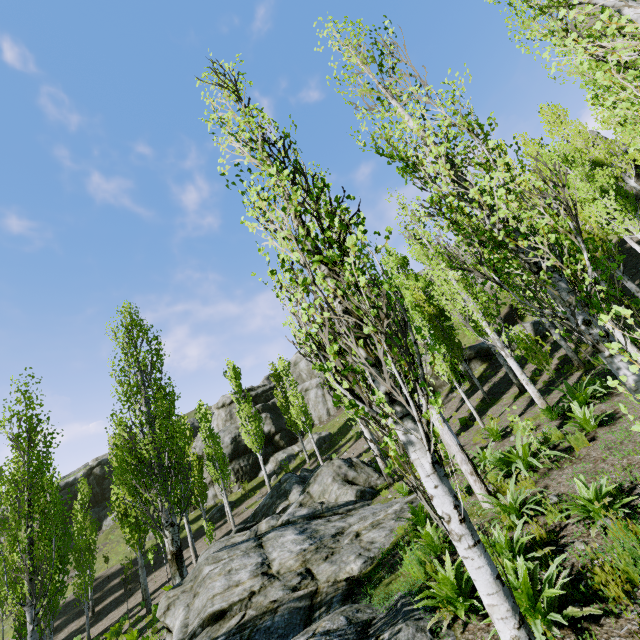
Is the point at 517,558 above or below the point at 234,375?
below

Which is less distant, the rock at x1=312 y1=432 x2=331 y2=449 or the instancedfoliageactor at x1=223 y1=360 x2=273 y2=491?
the instancedfoliageactor at x1=223 y1=360 x2=273 y2=491

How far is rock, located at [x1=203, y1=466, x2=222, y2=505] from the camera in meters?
32.4 m

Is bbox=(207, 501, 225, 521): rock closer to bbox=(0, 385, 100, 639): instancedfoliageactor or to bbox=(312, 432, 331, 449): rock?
→ bbox=(312, 432, 331, 449): rock

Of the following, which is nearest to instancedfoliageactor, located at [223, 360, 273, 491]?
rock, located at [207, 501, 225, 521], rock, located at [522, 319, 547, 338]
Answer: rock, located at [522, 319, 547, 338]

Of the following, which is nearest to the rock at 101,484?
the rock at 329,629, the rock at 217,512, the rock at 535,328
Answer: the rock at 217,512

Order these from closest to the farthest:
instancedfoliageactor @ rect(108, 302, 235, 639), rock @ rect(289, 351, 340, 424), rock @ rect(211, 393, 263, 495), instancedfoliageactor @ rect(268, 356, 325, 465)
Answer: instancedfoliageactor @ rect(108, 302, 235, 639)
instancedfoliageactor @ rect(268, 356, 325, 465)
rock @ rect(211, 393, 263, 495)
rock @ rect(289, 351, 340, 424)

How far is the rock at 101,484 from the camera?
38.5m
